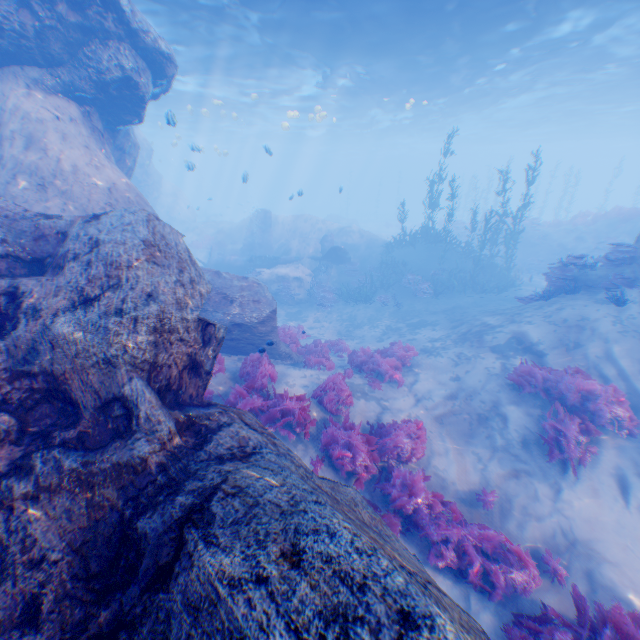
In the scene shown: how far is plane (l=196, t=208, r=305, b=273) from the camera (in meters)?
22.89

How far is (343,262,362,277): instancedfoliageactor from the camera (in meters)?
22.25

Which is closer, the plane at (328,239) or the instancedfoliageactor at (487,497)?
the instancedfoliageactor at (487,497)

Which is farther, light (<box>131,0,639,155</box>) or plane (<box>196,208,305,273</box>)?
plane (<box>196,208,305,273</box>)

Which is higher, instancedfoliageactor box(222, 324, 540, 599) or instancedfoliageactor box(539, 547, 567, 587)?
instancedfoliageactor box(222, 324, 540, 599)

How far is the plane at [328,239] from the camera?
21.5m

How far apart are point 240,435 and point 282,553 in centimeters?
217cm

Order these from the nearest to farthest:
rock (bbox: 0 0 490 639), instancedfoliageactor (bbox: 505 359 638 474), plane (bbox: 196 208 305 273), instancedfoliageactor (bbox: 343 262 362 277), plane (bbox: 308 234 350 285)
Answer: rock (bbox: 0 0 490 639)
instancedfoliageactor (bbox: 505 359 638 474)
plane (bbox: 308 234 350 285)
instancedfoliageactor (bbox: 343 262 362 277)
plane (bbox: 196 208 305 273)
